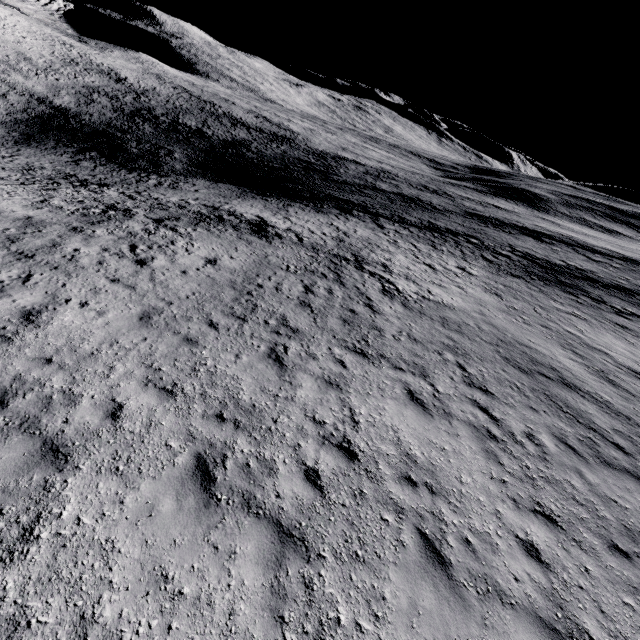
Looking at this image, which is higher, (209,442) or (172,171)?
(209,442)
